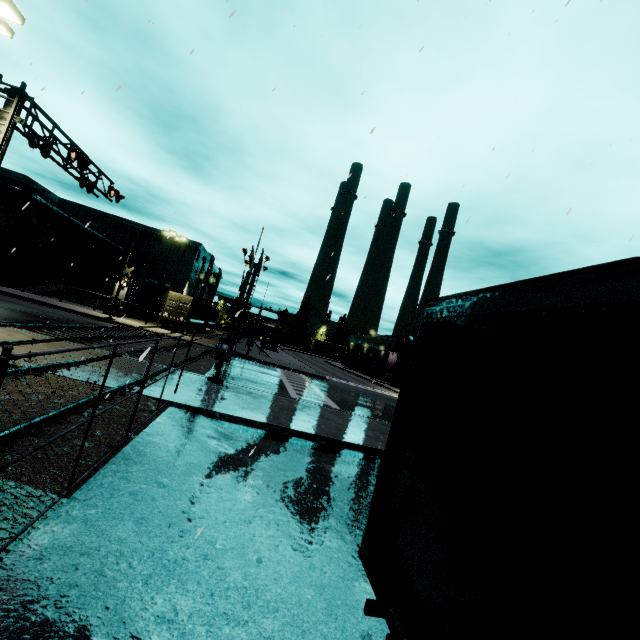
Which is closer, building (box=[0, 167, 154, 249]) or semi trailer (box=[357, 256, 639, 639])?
Result: semi trailer (box=[357, 256, 639, 639])

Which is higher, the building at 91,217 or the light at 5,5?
the building at 91,217

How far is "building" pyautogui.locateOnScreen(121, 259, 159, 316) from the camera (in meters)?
39.70

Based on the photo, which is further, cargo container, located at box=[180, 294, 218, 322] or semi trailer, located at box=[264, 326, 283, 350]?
semi trailer, located at box=[264, 326, 283, 350]

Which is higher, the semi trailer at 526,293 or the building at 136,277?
the building at 136,277

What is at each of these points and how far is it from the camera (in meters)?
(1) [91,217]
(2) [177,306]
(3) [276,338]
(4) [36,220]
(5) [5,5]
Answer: (1) building, 58.94
(2) cargo container door, 34.97
(3) semi trailer, 51.19
(4) building, 34.19
(5) light, 9.24

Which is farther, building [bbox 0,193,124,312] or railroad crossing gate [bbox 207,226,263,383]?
building [bbox 0,193,124,312]

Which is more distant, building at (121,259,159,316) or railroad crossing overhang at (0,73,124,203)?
building at (121,259,159,316)
